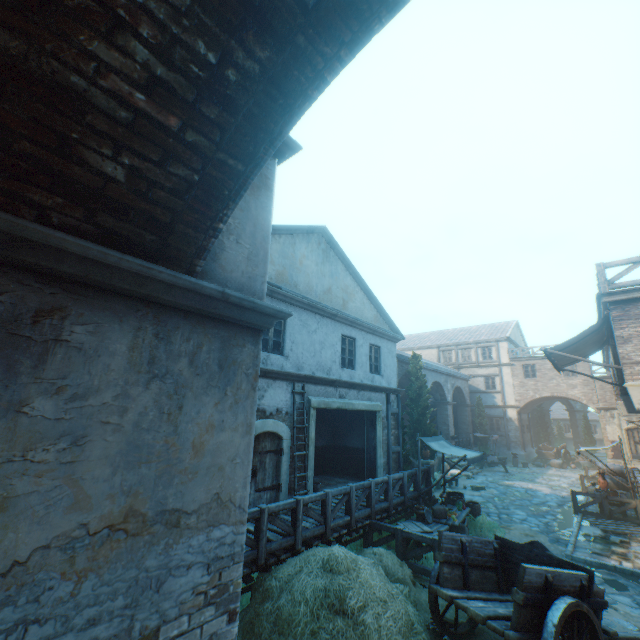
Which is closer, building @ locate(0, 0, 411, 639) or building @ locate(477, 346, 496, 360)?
building @ locate(0, 0, 411, 639)

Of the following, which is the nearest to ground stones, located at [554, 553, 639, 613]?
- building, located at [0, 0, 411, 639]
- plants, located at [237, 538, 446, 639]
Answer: plants, located at [237, 538, 446, 639]

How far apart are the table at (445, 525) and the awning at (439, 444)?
0.1m

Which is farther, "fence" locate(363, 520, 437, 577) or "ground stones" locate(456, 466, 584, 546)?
"ground stones" locate(456, 466, 584, 546)

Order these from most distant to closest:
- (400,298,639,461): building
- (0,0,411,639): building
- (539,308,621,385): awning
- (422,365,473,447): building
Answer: (422,365,473,447): building < (539,308,621,385): awning < (400,298,639,461): building < (0,0,411,639): building

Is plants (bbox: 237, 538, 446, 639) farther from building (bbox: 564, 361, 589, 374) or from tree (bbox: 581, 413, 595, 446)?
building (bbox: 564, 361, 589, 374)

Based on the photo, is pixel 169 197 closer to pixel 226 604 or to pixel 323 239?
pixel 226 604

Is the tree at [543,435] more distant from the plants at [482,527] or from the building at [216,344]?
the plants at [482,527]
